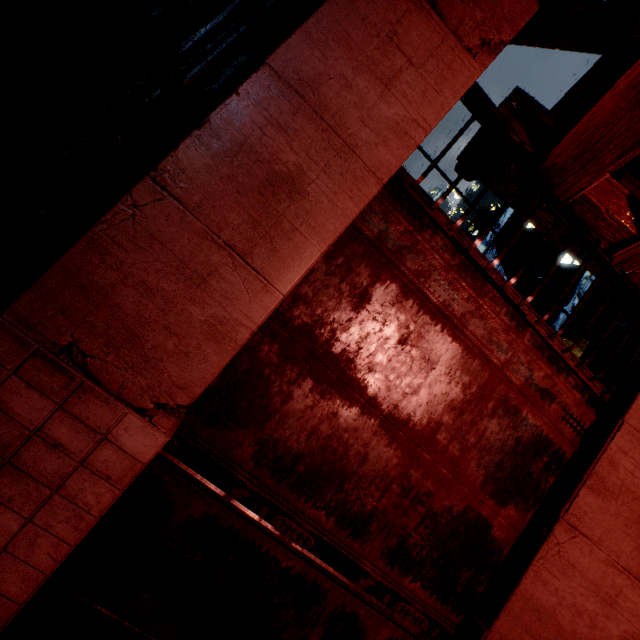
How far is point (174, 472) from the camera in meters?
2.5
